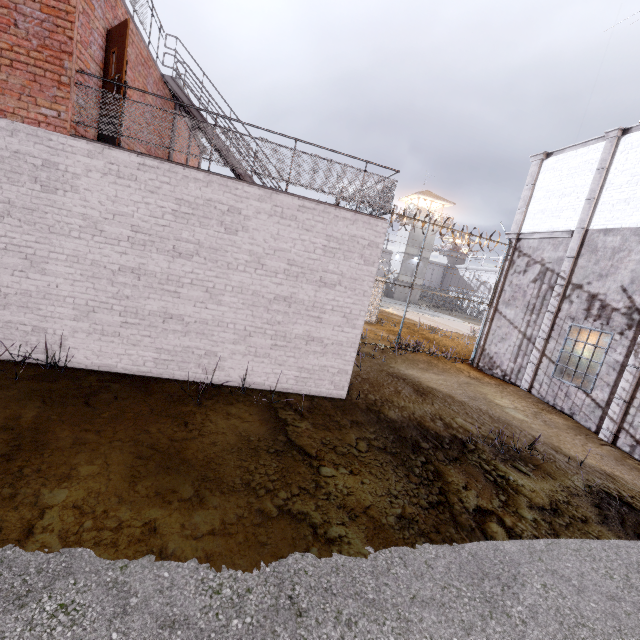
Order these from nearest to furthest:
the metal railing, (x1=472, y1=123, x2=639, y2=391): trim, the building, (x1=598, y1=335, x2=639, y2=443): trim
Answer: the metal railing → (x1=598, y1=335, x2=639, y2=443): trim → (x1=472, y1=123, x2=639, y2=391): trim → the building

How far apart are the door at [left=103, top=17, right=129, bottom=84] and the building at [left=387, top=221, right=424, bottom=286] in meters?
42.7 m

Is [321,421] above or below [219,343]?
below

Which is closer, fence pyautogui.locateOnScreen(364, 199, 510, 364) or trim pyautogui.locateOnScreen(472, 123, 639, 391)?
trim pyautogui.locateOnScreen(472, 123, 639, 391)

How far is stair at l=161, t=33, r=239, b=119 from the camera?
9.12m

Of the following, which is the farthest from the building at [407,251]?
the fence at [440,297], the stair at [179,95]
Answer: the stair at [179,95]

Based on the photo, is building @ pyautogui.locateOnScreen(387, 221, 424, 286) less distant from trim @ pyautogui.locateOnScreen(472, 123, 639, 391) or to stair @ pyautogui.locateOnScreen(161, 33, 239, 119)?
trim @ pyautogui.locateOnScreen(472, 123, 639, 391)

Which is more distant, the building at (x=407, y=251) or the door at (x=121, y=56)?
the building at (x=407, y=251)
